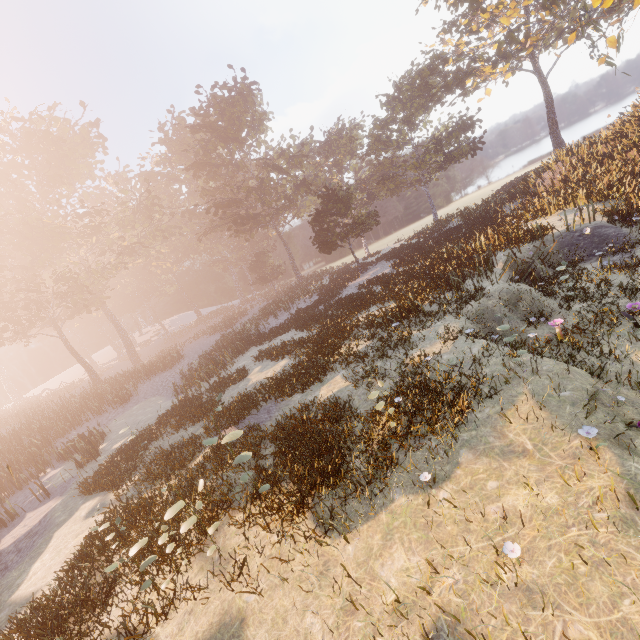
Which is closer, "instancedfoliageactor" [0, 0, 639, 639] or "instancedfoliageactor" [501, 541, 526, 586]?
"instancedfoliageactor" [501, 541, 526, 586]

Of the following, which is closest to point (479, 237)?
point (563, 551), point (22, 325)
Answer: point (563, 551)

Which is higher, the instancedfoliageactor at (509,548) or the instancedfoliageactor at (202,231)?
the instancedfoliageactor at (202,231)

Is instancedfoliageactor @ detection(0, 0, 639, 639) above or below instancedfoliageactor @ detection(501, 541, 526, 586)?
above

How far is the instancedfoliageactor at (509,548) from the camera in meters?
4.1

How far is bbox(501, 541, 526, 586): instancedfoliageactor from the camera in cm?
412
